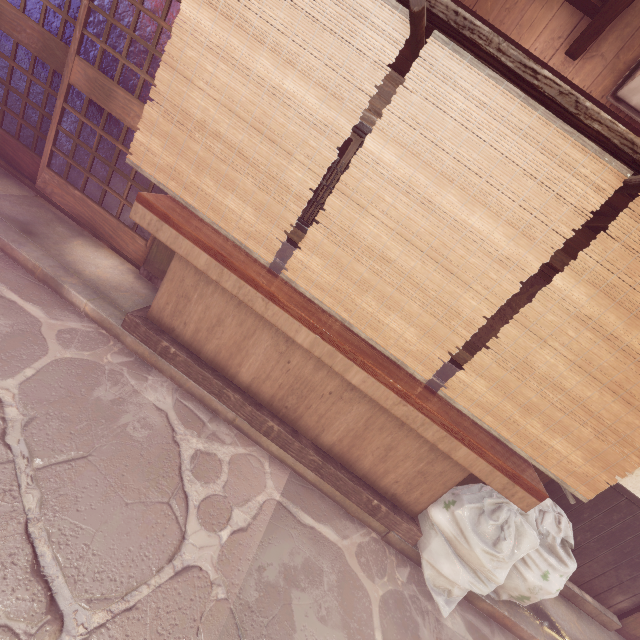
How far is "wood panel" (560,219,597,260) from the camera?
5.3 meters

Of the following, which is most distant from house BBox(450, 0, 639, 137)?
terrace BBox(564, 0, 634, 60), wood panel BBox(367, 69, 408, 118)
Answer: wood panel BBox(367, 69, 408, 118)

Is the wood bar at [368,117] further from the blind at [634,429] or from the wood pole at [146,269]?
the blind at [634,429]

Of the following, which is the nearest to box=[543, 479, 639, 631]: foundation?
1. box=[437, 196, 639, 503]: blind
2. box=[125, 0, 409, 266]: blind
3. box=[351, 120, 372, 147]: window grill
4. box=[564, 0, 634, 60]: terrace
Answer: box=[437, 196, 639, 503]: blind

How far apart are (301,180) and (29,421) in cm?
447

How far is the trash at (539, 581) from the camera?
4.71m

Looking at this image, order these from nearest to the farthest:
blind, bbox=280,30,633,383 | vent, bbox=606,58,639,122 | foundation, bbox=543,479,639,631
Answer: blind, bbox=280,30,633,383, vent, bbox=606,58,639,122, foundation, bbox=543,479,639,631

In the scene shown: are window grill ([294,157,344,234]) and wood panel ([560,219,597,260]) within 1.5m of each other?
yes
